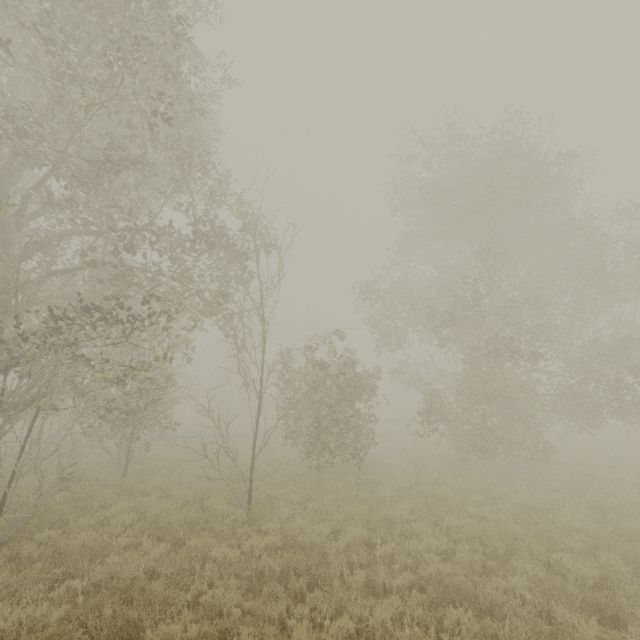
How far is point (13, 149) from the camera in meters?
10.1 m
